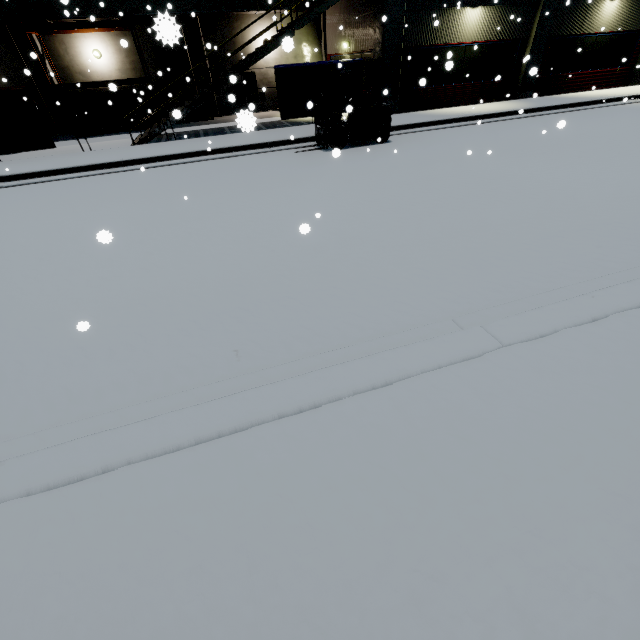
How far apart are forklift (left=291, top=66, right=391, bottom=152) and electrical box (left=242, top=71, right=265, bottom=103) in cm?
1158

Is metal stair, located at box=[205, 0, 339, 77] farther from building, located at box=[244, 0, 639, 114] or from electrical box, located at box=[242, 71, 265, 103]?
electrical box, located at box=[242, 71, 265, 103]

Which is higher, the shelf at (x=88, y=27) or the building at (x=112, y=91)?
the shelf at (x=88, y=27)

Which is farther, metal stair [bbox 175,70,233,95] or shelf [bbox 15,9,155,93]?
shelf [bbox 15,9,155,93]

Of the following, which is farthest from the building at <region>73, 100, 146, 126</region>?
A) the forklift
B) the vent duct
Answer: the forklift

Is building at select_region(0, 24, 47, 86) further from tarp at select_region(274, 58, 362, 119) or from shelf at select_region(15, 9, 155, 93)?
tarp at select_region(274, 58, 362, 119)

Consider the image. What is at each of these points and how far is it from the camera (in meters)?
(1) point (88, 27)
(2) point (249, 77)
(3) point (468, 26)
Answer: (1) shelf, 15.07
(2) electrical box, 19.38
(3) building, 14.58

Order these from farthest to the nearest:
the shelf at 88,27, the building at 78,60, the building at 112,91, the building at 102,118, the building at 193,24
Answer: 1. the building at 102,118
2. the building at 112,91
3. the building at 78,60
4. the shelf at 88,27
5. the building at 193,24
